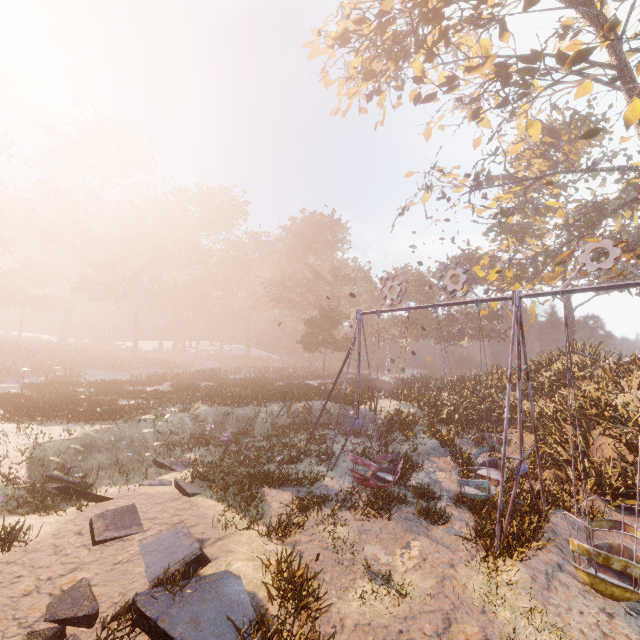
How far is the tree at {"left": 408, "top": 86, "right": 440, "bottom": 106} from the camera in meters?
18.4

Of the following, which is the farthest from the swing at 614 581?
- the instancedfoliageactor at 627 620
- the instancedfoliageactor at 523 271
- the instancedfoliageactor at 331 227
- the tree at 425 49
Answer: the instancedfoliageactor at 523 271

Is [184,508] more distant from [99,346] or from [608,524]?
[99,346]

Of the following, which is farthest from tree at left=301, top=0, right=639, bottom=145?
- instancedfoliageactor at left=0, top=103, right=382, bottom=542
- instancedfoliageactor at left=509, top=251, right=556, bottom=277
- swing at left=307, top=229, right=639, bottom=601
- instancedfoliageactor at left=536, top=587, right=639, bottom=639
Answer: instancedfoliageactor at left=0, top=103, right=382, bottom=542

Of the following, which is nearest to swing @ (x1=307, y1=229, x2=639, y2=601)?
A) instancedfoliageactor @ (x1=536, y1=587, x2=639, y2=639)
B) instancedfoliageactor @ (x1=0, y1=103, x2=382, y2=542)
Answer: instancedfoliageactor @ (x1=536, y1=587, x2=639, y2=639)

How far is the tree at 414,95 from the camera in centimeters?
1838cm

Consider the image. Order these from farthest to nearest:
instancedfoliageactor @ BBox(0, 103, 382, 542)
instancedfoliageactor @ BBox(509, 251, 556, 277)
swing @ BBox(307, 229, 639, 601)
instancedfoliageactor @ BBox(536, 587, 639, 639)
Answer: instancedfoliageactor @ BBox(509, 251, 556, 277) → instancedfoliageactor @ BBox(0, 103, 382, 542) → swing @ BBox(307, 229, 639, 601) → instancedfoliageactor @ BBox(536, 587, 639, 639)

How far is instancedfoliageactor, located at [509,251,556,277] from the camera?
31.00m
